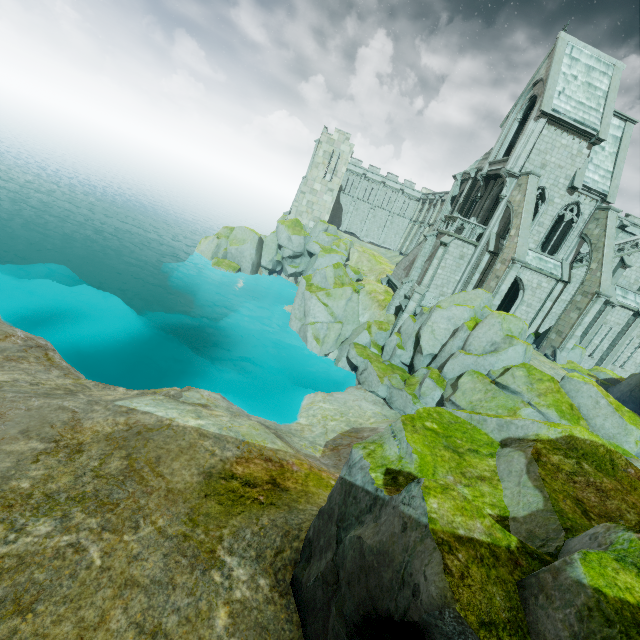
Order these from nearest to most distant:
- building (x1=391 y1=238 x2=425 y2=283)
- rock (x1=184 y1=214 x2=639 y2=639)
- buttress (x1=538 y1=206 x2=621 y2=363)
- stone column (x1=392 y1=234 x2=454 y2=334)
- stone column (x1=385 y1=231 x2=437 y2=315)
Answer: rock (x1=184 y1=214 x2=639 y2=639) → buttress (x1=538 y1=206 x2=621 y2=363) → stone column (x1=392 y1=234 x2=454 y2=334) → stone column (x1=385 y1=231 x2=437 y2=315) → building (x1=391 y1=238 x2=425 y2=283)

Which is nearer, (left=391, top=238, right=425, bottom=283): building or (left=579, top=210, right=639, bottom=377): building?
(left=579, top=210, right=639, bottom=377): building

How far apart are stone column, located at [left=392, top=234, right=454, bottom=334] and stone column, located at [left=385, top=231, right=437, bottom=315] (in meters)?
2.09

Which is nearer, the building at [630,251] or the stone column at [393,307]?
the building at [630,251]

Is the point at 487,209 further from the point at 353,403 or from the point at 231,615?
the point at 231,615

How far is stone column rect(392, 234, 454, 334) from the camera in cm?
2614

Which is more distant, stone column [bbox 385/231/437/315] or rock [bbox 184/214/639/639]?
stone column [bbox 385/231/437/315]

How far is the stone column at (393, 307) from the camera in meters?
28.7 m
